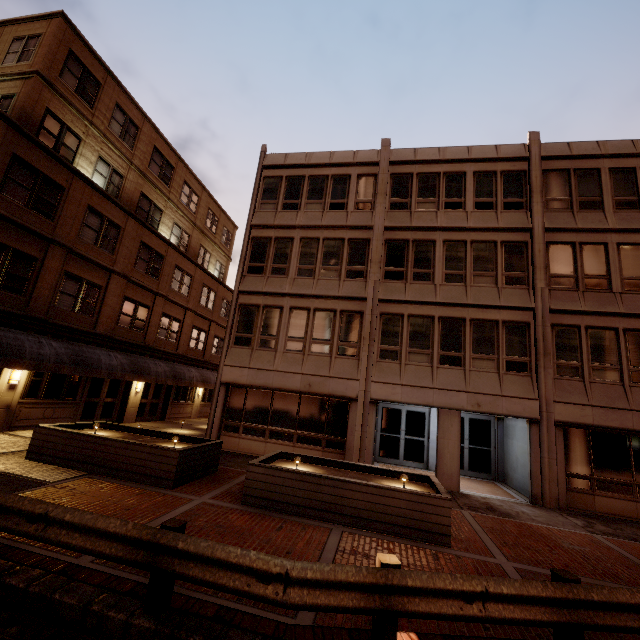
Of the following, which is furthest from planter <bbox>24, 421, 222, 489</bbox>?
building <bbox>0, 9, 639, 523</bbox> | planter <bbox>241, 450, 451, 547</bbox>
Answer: building <bbox>0, 9, 639, 523</bbox>

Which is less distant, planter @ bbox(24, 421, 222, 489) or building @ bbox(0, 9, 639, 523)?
planter @ bbox(24, 421, 222, 489)

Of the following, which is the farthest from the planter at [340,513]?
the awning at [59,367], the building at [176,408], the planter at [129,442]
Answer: the awning at [59,367]

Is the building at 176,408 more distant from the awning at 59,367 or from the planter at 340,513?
the awning at 59,367

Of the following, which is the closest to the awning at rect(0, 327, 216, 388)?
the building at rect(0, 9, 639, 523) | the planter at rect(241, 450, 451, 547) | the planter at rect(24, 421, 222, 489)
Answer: the planter at rect(24, 421, 222, 489)

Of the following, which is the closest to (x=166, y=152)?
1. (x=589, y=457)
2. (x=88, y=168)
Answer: (x=88, y=168)

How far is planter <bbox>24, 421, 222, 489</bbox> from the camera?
8.8 meters

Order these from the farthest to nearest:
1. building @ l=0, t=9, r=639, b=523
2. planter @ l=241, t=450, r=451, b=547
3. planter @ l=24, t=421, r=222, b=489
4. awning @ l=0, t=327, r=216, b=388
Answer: building @ l=0, t=9, r=639, b=523 < awning @ l=0, t=327, r=216, b=388 < planter @ l=24, t=421, r=222, b=489 < planter @ l=241, t=450, r=451, b=547
